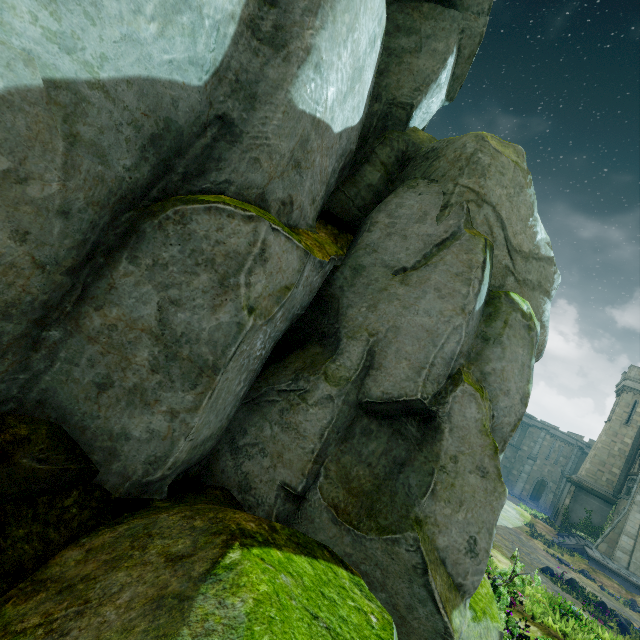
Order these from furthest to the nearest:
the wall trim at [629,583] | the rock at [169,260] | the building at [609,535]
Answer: the building at [609,535] → the wall trim at [629,583] → the rock at [169,260]

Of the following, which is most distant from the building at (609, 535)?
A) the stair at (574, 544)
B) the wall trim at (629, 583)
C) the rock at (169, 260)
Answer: the rock at (169, 260)

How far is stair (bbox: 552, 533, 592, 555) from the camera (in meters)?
22.53

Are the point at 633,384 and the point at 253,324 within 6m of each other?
no

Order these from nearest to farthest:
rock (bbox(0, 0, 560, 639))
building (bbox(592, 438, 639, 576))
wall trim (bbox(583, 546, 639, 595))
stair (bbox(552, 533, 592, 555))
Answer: rock (bbox(0, 0, 560, 639)) → wall trim (bbox(583, 546, 639, 595)) → building (bbox(592, 438, 639, 576)) → stair (bbox(552, 533, 592, 555))

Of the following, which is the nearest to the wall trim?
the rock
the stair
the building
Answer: the stair

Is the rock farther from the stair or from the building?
the building

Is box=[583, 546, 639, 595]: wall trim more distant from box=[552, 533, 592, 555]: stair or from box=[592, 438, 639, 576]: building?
box=[592, 438, 639, 576]: building
